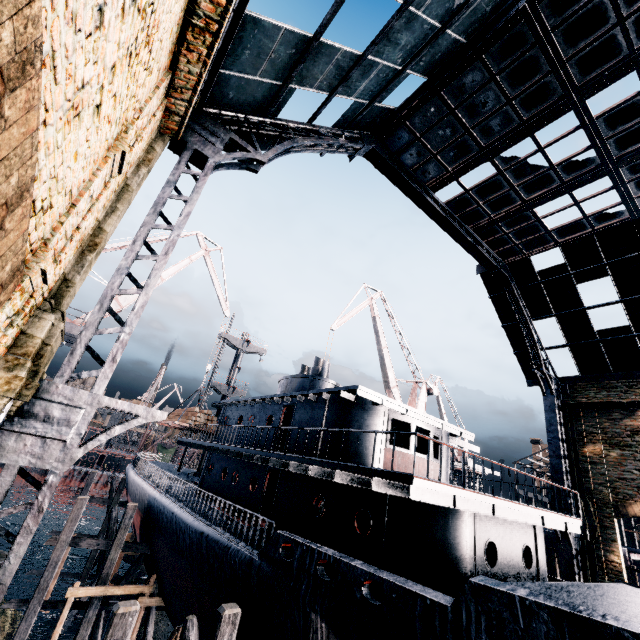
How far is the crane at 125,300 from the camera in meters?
25.1

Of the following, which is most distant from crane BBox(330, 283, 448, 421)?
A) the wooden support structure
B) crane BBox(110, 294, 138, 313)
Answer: the wooden support structure

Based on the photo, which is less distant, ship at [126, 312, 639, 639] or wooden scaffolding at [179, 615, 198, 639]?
ship at [126, 312, 639, 639]

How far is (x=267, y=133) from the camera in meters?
12.5

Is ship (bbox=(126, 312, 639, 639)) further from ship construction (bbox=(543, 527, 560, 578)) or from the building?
the building

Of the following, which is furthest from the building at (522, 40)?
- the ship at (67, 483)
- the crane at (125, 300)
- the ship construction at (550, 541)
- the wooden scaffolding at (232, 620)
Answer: the wooden scaffolding at (232, 620)

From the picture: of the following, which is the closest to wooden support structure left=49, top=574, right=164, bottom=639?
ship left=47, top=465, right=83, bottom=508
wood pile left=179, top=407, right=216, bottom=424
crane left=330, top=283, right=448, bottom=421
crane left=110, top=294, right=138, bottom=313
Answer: crane left=110, top=294, right=138, bottom=313

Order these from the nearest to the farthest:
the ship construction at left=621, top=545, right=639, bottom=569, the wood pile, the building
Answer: the building < the ship construction at left=621, top=545, right=639, bottom=569 < the wood pile
